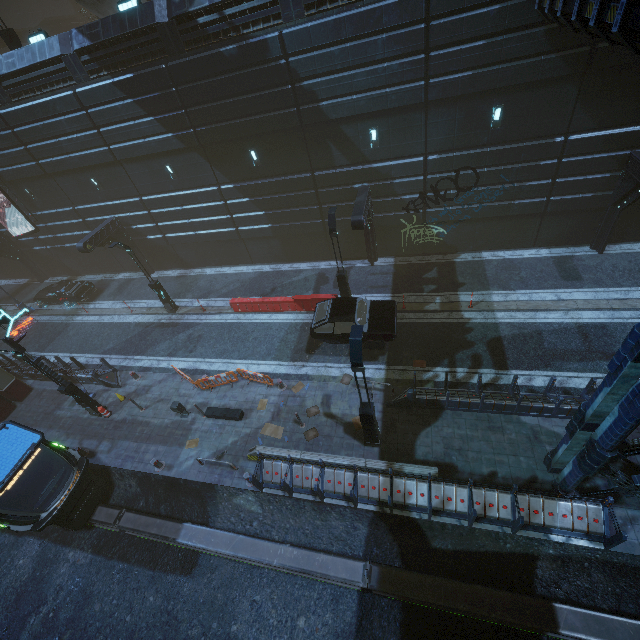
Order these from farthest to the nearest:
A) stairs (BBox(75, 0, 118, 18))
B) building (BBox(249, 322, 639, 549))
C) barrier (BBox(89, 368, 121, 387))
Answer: stairs (BBox(75, 0, 118, 18)) < barrier (BBox(89, 368, 121, 387)) < building (BBox(249, 322, 639, 549))

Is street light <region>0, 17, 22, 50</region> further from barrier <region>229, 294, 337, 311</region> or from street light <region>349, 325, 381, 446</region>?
street light <region>349, 325, 381, 446</region>

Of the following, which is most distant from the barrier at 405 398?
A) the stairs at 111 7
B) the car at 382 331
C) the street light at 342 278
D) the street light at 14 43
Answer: the street light at 14 43

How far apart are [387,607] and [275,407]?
Answer: 7.95m

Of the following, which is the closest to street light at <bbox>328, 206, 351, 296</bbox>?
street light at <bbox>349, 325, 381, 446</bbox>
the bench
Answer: street light at <bbox>349, 325, 381, 446</bbox>

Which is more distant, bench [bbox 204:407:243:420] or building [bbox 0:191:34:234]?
building [bbox 0:191:34:234]

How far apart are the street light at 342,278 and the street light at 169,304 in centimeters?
1133cm

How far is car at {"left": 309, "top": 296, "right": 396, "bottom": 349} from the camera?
A: 14.1 meters
